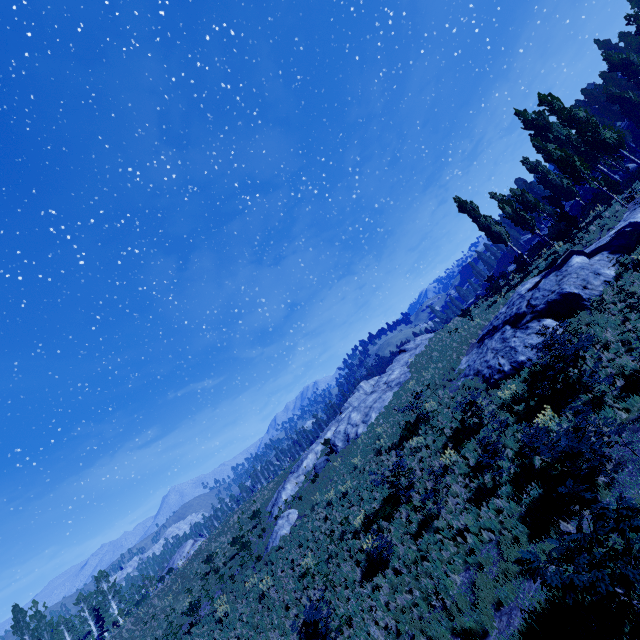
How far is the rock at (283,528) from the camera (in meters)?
22.80

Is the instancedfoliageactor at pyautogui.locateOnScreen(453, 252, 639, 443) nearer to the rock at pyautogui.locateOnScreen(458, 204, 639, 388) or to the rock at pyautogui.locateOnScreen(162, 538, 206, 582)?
the rock at pyautogui.locateOnScreen(458, 204, 639, 388)

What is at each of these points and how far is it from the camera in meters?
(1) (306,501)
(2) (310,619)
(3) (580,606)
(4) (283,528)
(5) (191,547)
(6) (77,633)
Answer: (1) instancedfoliageactor, 25.1 m
(2) instancedfoliageactor, 10.7 m
(3) instancedfoliageactor, 5.8 m
(4) rock, 23.2 m
(5) rock, 51.5 m
(6) instancedfoliageactor, 48.0 m

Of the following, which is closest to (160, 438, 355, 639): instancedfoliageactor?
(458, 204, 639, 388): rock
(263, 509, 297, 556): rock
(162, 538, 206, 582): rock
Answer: (458, 204, 639, 388): rock

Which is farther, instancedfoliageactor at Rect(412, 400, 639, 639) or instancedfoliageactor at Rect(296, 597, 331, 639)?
instancedfoliageactor at Rect(296, 597, 331, 639)

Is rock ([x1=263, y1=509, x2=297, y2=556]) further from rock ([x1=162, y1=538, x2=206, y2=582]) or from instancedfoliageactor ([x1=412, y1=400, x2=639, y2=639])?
rock ([x1=162, y1=538, x2=206, y2=582])

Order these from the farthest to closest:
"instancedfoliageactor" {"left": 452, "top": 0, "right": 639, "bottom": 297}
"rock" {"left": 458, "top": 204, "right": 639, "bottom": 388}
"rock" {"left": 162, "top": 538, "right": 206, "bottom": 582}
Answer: "rock" {"left": 162, "top": 538, "right": 206, "bottom": 582}
"instancedfoliageactor" {"left": 452, "top": 0, "right": 639, "bottom": 297}
"rock" {"left": 458, "top": 204, "right": 639, "bottom": 388}

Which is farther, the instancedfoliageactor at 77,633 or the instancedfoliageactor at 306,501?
the instancedfoliageactor at 77,633
